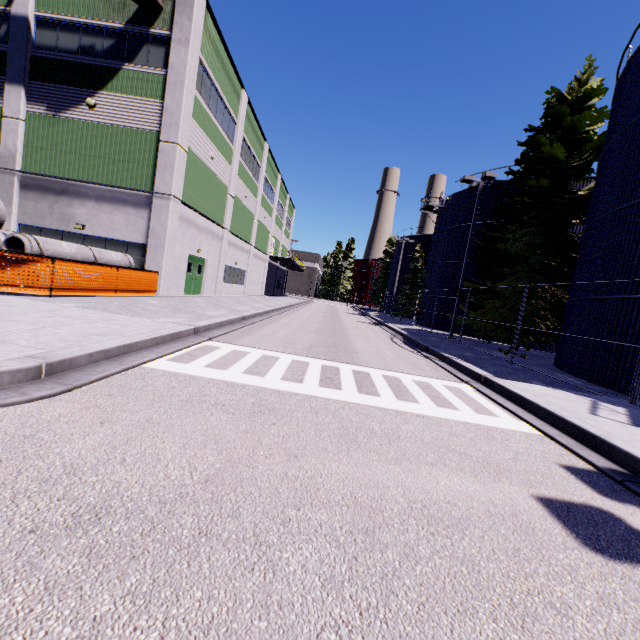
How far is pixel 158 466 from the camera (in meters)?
2.66

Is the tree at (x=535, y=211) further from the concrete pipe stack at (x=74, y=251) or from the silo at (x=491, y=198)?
the concrete pipe stack at (x=74, y=251)

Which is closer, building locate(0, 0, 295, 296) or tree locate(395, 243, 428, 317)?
building locate(0, 0, 295, 296)

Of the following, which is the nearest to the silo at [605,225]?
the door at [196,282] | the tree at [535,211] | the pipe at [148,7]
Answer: the tree at [535,211]

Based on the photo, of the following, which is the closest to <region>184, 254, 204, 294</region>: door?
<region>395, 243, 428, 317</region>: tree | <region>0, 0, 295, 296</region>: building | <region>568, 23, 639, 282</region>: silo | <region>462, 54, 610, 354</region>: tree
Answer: <region>0, 0, 295, 296</region>: building

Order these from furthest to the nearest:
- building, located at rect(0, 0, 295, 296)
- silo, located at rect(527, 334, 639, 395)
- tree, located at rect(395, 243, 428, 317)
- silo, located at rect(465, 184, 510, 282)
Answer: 1. tree, located at rect(395, 243, 428, 317)
2. silo, located at rect(465, 184, 510, 282)
3. building, located at rect(0, 0, 295, 296)
4. silo, located at rect(527, 334, 639, 395)

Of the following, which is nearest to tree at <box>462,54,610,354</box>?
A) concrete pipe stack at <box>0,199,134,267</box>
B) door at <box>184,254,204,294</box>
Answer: concrete pipe stack at <box>0,199,134,267</box>

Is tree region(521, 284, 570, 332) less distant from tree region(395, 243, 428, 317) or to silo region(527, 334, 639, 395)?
silo region(527, 334, 639, 395)
